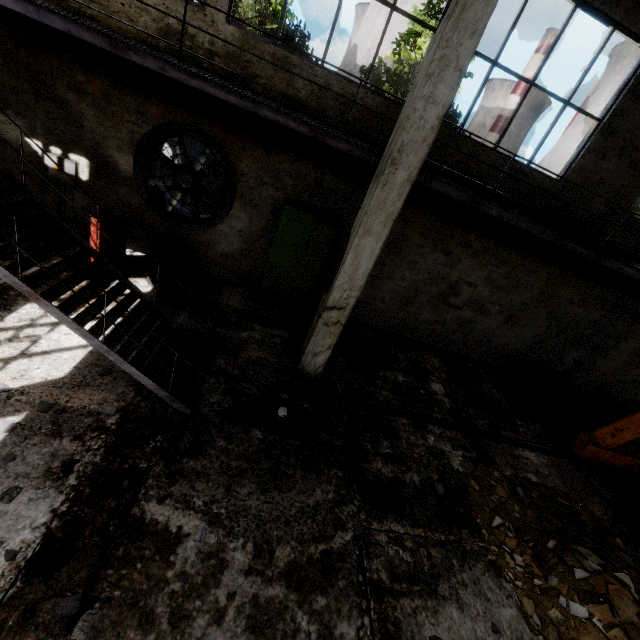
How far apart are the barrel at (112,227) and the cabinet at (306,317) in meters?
4.0

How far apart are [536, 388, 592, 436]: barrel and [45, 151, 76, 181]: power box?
12.2 meters

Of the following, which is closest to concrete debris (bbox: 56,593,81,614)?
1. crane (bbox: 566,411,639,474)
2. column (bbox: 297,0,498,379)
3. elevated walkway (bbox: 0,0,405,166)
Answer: column (bbox: 297,0,498,379)

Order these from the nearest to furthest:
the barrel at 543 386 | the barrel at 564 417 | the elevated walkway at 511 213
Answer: the elevated walkway at 511 213 → the barrel at 564 417 → the barrel at 543 386

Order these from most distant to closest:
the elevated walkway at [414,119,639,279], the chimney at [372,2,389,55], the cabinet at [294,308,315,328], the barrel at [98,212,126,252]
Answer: the chimney at [372,2,389,55] → the cabinet at [294,308,315,328] → the barrel at [98,212,126,252] → the elevated walkway at [414,119,639,279]

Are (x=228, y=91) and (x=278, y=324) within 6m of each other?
yes

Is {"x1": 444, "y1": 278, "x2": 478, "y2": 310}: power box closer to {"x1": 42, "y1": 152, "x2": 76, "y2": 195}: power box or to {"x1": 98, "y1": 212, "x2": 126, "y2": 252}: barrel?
{"x1": 98, "y1": 212, "x2": 126, "y2": 252}: barrel

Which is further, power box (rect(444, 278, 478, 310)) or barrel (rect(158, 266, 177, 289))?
power box (rect(444, 278, 478, 310))
